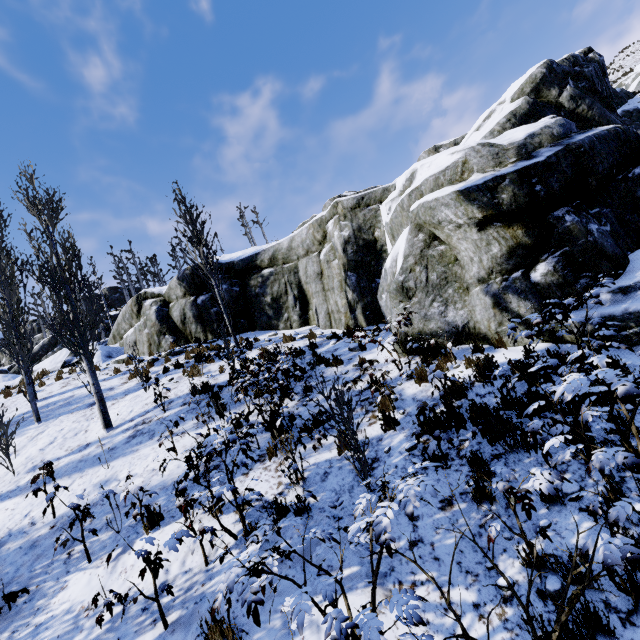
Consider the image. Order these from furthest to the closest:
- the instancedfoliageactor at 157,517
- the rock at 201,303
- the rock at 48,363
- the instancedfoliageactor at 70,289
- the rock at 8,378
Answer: the rock at 8,378 < the rock at 48,363 < the rock at 201,303 < the instancedfoliageactor at 70,289 < the instancedfoliageactor at 157,517

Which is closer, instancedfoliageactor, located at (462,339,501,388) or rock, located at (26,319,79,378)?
instancedfoliageactor, located at (462,339,501,388)

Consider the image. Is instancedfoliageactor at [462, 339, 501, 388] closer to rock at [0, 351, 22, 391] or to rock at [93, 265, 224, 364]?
rock at [93, 265, 224, 364]

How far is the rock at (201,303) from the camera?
14.7 meters

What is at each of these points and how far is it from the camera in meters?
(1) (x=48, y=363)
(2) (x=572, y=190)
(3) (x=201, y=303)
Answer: (1) rock, 16.1
(2) rock, 6.5
(3) rock, 14.8

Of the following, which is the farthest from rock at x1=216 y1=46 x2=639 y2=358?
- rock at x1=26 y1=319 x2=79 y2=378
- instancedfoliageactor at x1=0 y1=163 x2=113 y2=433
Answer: rock at x1=26 y1=319 x2=79 y2=378
